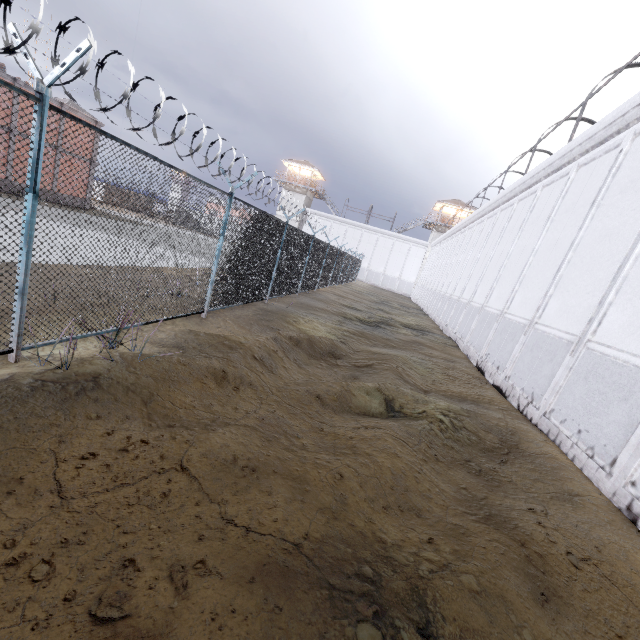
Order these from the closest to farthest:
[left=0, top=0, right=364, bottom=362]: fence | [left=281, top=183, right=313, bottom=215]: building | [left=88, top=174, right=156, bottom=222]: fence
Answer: [left=0, top=0, right=364, bottom=362]: fence
[left=88, top=174, right=156, bottom=222]: fence
[left=281, top=183, right=313, bottom=215]: building

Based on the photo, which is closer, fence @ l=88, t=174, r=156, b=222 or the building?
fence @ l=88, t=174, r=156, b=222

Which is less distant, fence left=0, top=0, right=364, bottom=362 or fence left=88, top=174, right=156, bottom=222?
fence left=0, top=0, right=364, bottom=362

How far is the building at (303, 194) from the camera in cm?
4962

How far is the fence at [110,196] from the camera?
4.2 meters

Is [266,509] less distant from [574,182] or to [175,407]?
[175,407]

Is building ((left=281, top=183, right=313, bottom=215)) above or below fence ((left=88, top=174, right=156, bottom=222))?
above
